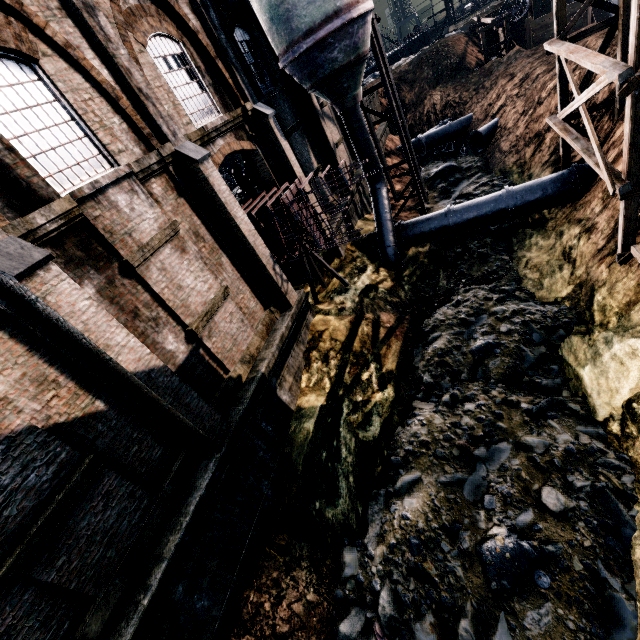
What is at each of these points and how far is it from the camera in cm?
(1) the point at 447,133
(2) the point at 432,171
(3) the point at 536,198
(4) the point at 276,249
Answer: (1) pipe, 3111
(2) stone debris, 2905
(3) pipe, 1614
(4) ship construction, 1612

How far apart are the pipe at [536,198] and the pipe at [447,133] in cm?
1657

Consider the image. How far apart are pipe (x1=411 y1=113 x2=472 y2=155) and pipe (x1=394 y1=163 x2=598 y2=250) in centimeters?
1657cm

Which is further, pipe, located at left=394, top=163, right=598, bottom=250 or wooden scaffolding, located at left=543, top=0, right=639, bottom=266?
pipe, located at left=394, top=163, right=598, bottom=250

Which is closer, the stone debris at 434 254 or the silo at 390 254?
the silo at 390 254

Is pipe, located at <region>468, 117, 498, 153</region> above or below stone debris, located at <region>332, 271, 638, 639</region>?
above

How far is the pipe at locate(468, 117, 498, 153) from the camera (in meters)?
25.47

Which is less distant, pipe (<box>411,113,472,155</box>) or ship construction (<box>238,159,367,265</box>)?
ship construction (<box>238,159,367,265</box>)
